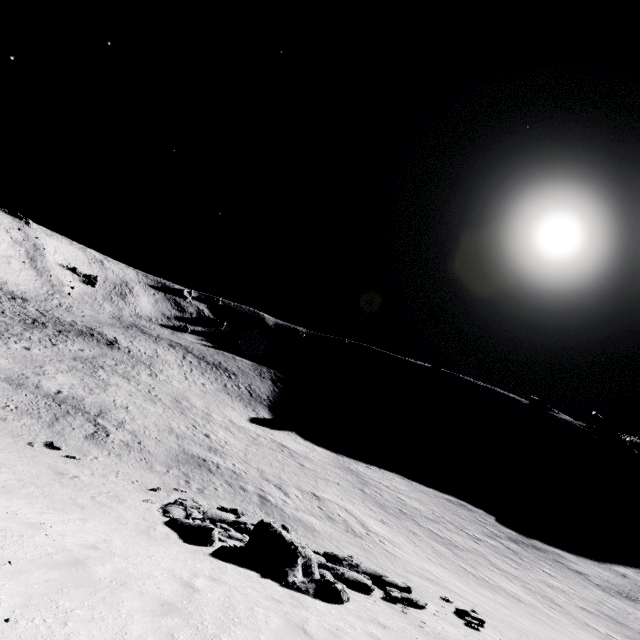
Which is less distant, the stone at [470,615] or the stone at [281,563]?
the stone at [281,563]

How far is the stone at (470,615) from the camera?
10.5 meters

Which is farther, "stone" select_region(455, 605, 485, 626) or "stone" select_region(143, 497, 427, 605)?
"stone" select_region(455, 605, 485, 626)

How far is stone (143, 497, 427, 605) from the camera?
8.73m

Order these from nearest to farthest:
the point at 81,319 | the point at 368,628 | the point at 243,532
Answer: the point at 368,628
the point at 243,532
the point at 81,319

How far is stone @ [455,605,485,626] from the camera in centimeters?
1046cm
